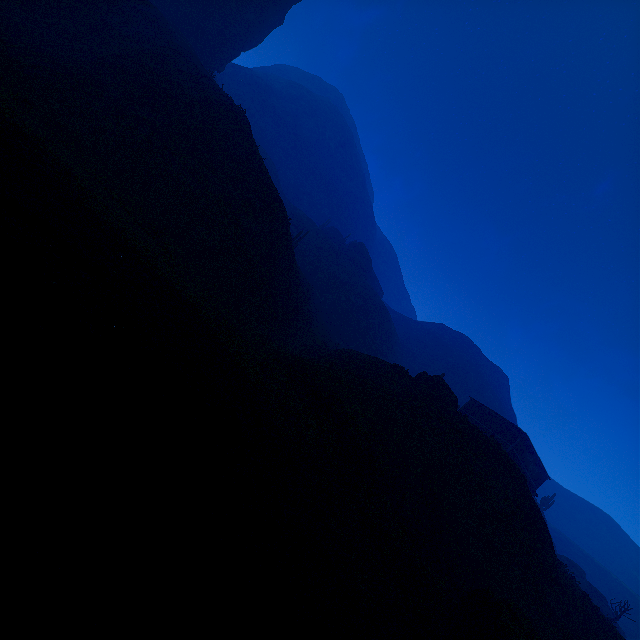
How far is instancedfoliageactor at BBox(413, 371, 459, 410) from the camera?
29.16m

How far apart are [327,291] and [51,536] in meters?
55.3

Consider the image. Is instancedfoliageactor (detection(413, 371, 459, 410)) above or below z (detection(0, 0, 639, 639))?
above

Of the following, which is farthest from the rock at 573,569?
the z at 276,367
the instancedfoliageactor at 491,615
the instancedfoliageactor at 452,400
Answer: the instancedfoliageactor at 491,615

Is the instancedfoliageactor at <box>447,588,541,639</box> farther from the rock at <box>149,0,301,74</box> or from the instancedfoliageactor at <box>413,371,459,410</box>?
the rock at <box>149,0,301,74</box>

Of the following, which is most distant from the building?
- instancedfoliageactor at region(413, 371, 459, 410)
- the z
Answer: instancedfoliageactor at region(413, 371, 459, 410)

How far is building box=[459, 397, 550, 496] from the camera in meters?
35.9 m

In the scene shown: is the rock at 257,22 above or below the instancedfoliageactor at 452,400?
above
